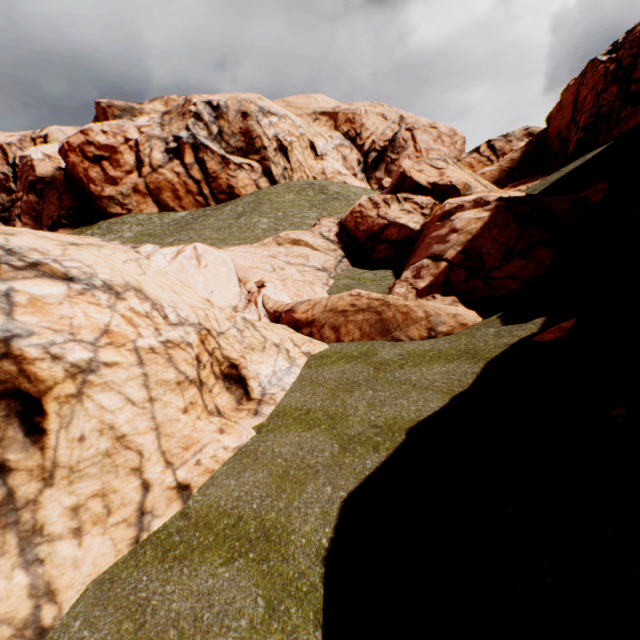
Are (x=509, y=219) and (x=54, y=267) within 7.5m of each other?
no

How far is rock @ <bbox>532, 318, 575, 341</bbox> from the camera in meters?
7.8 m

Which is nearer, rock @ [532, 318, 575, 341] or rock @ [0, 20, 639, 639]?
rock @ [0, 20, 639, 639]

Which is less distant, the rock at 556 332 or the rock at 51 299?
the rock at 51 299

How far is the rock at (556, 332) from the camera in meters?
7.8
